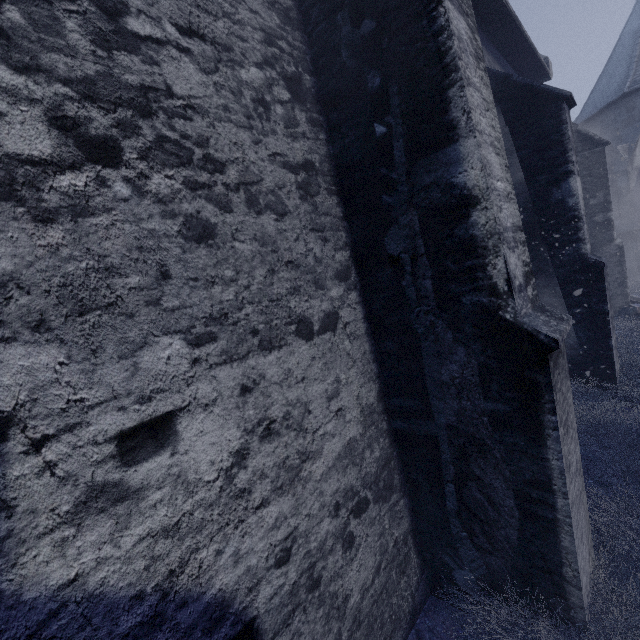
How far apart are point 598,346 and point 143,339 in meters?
6.3

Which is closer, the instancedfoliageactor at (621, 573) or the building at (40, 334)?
the building at (40, 334)

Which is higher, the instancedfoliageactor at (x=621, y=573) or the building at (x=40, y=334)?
the building at (x=40, y=334)

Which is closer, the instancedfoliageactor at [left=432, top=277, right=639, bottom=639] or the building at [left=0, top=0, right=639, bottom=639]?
the building at [left=0, top=0, right=639, bottom=639]

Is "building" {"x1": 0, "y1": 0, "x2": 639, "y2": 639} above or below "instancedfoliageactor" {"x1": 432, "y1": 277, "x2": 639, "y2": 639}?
above
